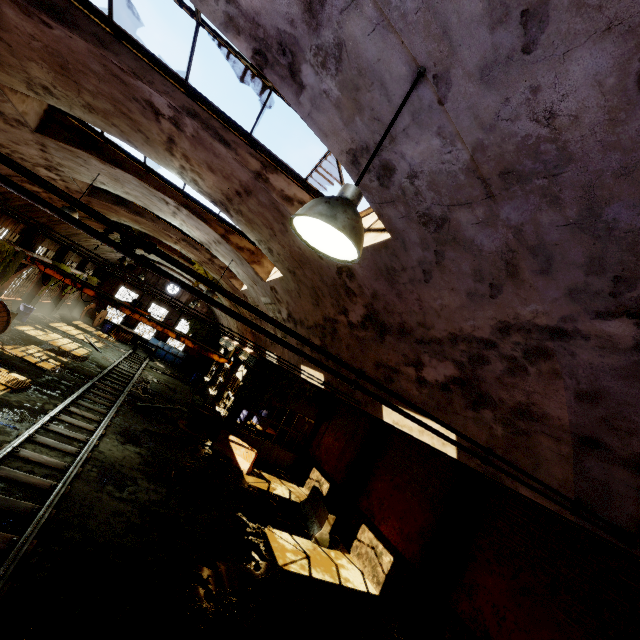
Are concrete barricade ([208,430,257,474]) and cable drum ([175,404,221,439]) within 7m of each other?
yes

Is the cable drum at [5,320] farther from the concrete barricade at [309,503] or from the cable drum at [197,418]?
the concrete barricade at [309,503]

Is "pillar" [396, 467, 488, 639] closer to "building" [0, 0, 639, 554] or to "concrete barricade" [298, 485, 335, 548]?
"concrete barricade" [298, 485, 335, 548]

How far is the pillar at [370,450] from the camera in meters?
13.4 m

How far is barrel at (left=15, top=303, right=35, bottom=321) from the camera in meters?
19.0 m

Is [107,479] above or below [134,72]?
below

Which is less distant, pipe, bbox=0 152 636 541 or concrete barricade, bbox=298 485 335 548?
pipe, bbox=0 152 636 541

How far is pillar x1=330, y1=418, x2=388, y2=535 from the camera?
13.41m
